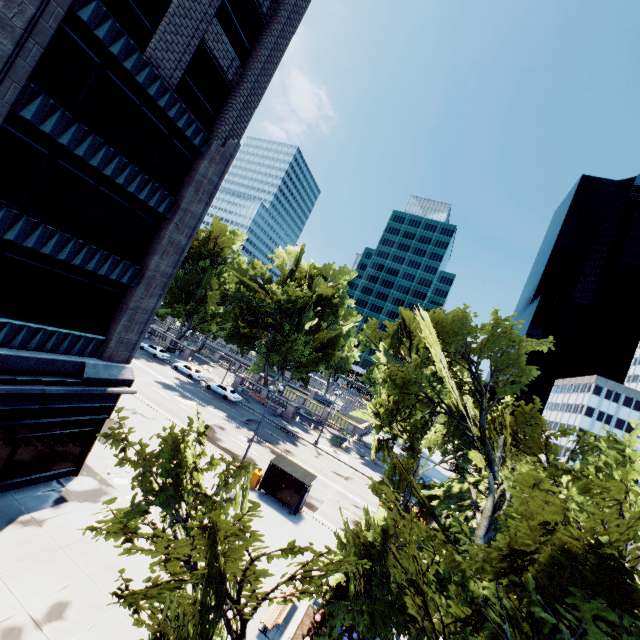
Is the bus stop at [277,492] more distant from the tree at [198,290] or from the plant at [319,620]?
the plant at [319,620]

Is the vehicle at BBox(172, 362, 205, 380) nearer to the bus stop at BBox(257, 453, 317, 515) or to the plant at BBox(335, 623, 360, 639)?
the bus stop at BBox(257, 453, 317, 515)

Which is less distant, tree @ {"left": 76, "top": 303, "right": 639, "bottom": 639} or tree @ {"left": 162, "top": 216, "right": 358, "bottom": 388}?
tree @ {"left": 76, "top": 303, "right": 639, "bottom": 639}

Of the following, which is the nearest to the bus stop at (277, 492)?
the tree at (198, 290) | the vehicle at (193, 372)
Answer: the tree at (198, 290)

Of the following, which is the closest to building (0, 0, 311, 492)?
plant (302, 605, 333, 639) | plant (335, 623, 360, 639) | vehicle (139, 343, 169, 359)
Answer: plant (302, 605, 333, 639)

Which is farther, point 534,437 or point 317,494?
point 317,494

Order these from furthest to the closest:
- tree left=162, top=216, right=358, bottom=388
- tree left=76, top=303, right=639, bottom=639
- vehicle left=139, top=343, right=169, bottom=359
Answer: vehicle left=139, top=343, right=169, bottom=359, tree left=162, top=216, right=358, bottom=388, tree left=76, top=303, right=639, bottom=639

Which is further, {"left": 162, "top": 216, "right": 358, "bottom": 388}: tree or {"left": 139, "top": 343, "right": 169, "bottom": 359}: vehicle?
{"left": 139, "top": 343, "right": 169, "bottom": 359}: vehicle
